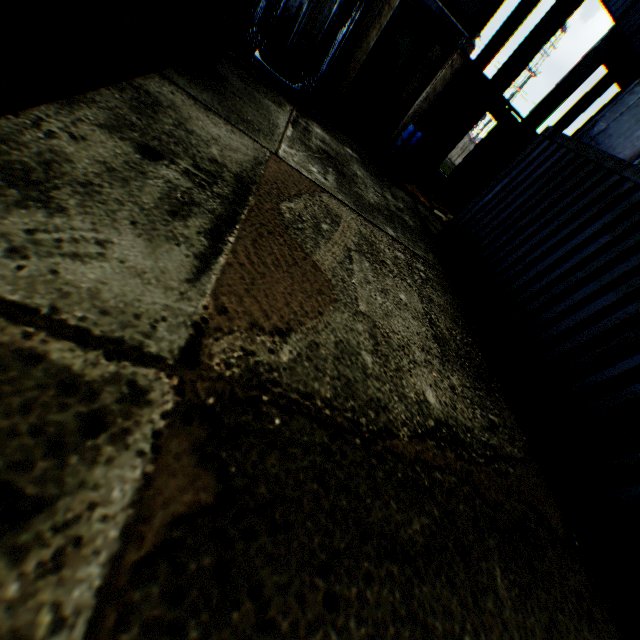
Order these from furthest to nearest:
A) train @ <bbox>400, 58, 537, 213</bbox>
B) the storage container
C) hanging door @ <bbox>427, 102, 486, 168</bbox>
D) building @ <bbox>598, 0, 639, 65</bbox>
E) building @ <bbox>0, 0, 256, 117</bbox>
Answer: hanging door @ <bbox>427, 102, 486, 168</bbox>, building @ <bbox>598, 0, 639, 65</bbox>, train @ <bbox>400, 58, 537, 213</bbox>, the storage container, building @ <bbox>0, 0, 256, 117</bbox>

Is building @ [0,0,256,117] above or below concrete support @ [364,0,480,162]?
below

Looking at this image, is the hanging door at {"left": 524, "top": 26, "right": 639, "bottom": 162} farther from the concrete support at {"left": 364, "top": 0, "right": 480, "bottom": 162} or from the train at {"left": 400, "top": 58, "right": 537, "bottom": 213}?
the concrete support at {"left": 364, "top": 0, "right": 480, "bottom": 162}

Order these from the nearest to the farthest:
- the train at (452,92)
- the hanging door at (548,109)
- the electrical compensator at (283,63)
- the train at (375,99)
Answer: the electrical compensator at (283,63) → the train at (375,99) → the train at (452,92) → the hanging door at (548,109)

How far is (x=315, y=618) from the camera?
1.5 meters

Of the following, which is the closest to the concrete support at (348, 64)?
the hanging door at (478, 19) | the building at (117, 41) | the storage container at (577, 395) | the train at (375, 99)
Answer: the train at (375, 99)

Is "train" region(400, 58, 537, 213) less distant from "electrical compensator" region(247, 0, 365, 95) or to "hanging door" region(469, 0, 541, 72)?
"electrical compensator" region(247, 0, 365, 95)

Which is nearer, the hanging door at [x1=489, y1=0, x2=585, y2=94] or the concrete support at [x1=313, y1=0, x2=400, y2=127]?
the concrete support at [x1=313, y1=0, x2=400, y2=127]
